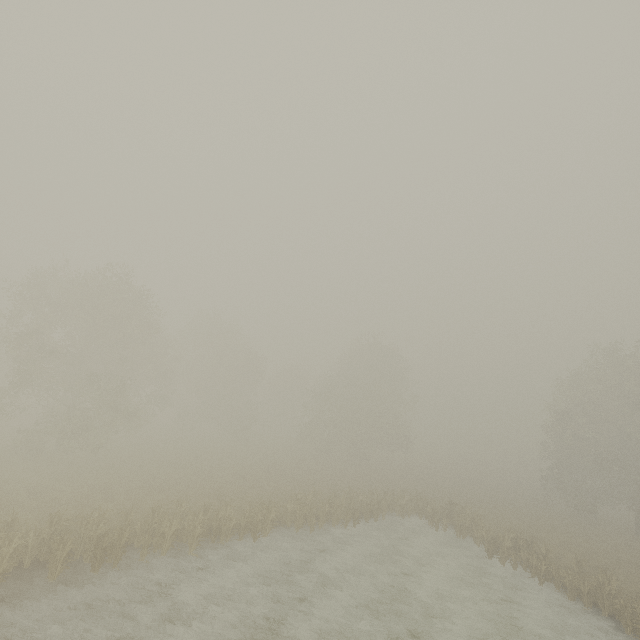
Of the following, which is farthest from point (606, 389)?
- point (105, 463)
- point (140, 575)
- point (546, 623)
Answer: point (105, 463)
